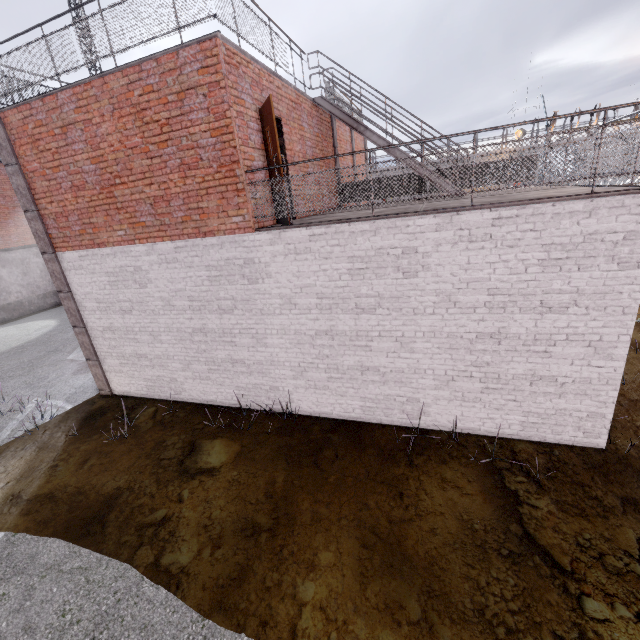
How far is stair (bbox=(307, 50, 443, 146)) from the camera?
8.45m

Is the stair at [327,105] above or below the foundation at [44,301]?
above

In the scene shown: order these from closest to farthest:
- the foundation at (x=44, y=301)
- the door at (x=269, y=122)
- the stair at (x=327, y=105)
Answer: the door at (x=269, y=122) → the stair at (x=327, y=105) → the foundation at (x=44, y=301)

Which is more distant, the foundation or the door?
the foundation

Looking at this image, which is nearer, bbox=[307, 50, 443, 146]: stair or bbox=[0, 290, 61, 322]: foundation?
bbox=[307, 50, 443, 146]: stair

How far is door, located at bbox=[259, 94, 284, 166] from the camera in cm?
555

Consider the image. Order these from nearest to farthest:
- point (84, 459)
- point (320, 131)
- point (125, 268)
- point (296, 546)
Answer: point (296, 546) < point (84, 459) < point (125, 268) < point (320, 131)

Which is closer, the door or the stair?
the door
